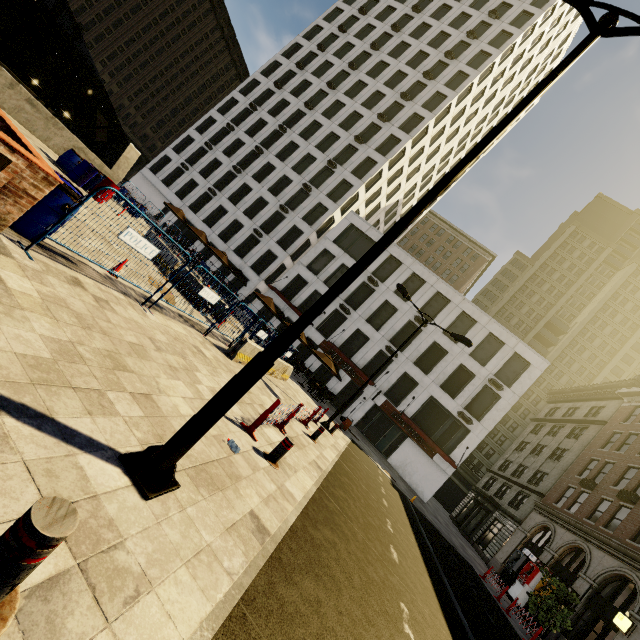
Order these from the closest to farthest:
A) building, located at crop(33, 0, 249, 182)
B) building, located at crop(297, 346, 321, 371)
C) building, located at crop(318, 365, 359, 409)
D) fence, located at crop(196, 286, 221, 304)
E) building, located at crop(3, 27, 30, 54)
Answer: fence, located at crop(196, 286, 221, 304)
building, located at crop(318, 365, 359, 409)
building, located at crop(297, 346, 321, 371)
building, located at crop(3, 27, 30, 54)
building, located at crop(33, 0, 249, 182)

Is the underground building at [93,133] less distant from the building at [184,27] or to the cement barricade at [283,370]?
the cement barricade at [283,370]

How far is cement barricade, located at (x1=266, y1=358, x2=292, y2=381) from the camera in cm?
1445

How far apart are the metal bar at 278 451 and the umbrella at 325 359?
15.29m

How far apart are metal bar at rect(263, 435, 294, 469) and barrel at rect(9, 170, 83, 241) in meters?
5.5

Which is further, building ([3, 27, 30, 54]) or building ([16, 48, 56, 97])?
building ([16, 48, 56, 97])

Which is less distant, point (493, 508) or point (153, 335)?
point (153, 335)

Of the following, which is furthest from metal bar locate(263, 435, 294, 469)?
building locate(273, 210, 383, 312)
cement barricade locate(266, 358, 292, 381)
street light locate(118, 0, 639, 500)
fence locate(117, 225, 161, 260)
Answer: building locate(273, 210, 383, 312)
